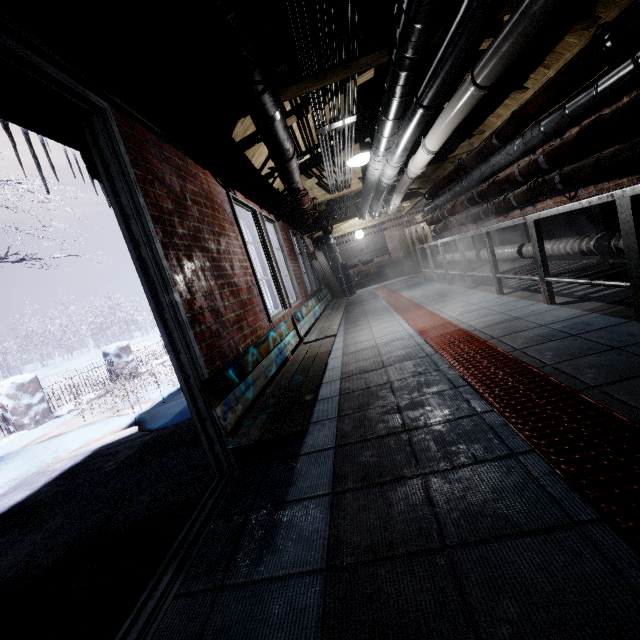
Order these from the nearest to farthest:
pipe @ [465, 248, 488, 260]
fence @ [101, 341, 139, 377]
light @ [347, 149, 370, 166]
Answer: light @ [347, 149, 370, 166] → pipe @ [465, 248, 488, 260] → fence @ [101, 341, 139, 377]

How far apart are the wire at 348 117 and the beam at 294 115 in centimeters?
19cm

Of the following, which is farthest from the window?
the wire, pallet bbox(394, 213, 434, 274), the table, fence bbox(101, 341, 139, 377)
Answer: fence bbox(101, 341, 139, 377)

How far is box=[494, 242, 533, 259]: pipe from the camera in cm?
376

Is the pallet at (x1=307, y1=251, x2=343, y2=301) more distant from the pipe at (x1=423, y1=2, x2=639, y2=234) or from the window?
the pipe at (x1=423, y1=2, x2=639, y2=234)

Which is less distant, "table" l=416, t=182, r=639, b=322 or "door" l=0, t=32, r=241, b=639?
"door" l=0, t=32, r=241, b=639

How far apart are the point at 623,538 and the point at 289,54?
2.60m

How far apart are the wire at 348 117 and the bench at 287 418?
1.7m
